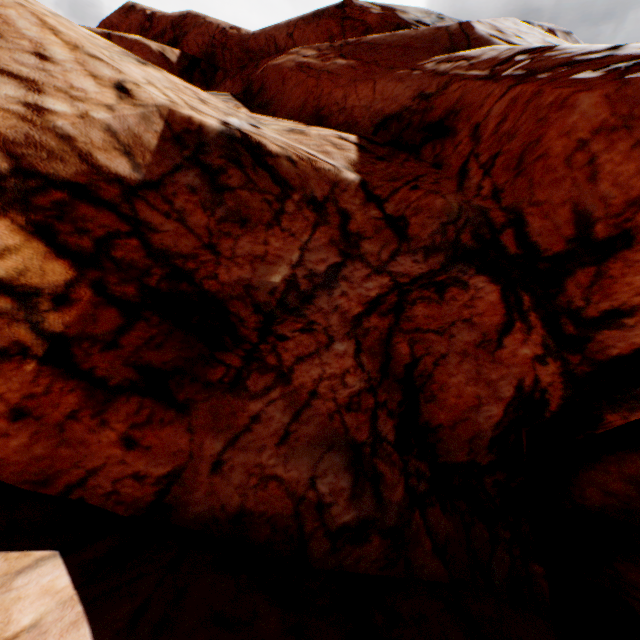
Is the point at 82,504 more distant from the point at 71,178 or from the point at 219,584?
the point at 71,178
